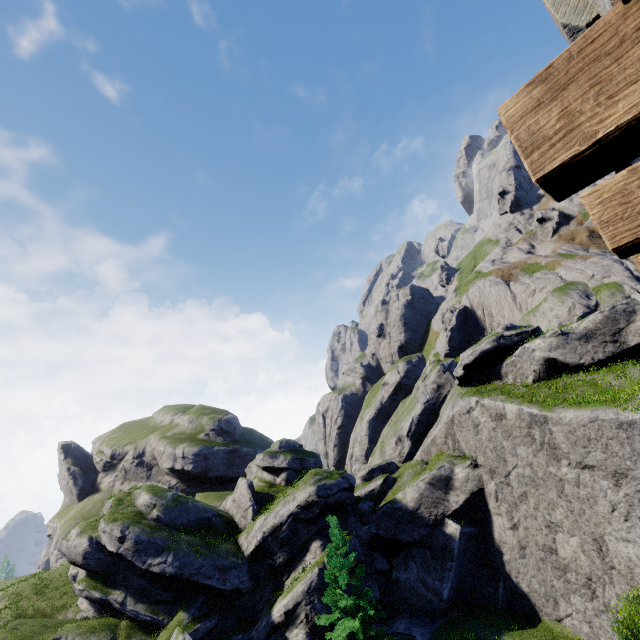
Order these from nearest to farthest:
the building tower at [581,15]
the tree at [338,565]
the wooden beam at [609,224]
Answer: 1. the wooden beam at [609,224]
2. the building tower at [581,15]
3. the tree at [338,565]

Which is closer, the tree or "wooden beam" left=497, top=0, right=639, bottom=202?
"wooden beam" left=497, top=0, right=639, bottom=202

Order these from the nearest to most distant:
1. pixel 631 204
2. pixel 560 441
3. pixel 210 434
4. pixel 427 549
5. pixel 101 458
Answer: pixel 631 204 < pixel 560 441 < pixel 427 549 < pixel 210 434 < pixel 101 458

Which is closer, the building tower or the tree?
the building tower

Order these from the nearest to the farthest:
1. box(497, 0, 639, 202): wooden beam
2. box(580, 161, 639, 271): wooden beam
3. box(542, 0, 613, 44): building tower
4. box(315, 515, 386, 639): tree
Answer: box(497, 0, 639, 202): wooden beam < box(580, 161, 639, 271): wooden beam < box(542, 0, 613, 44): building tower < box(315, 515, 386, 639): tree

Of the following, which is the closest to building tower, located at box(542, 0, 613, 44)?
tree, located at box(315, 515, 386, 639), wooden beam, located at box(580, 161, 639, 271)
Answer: wooden beam, located at box(580, 161, 639, 271)

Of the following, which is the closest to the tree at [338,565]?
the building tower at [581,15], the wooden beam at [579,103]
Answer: the building tower at [581,15]
